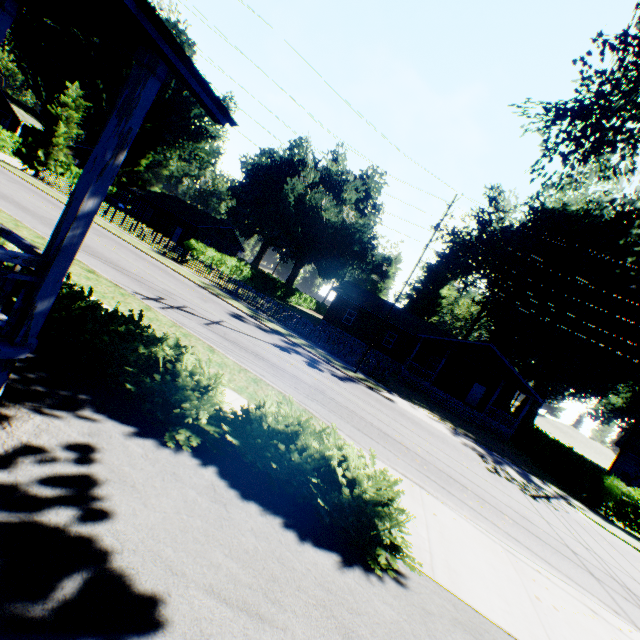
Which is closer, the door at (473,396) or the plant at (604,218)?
the plant at (604,218)

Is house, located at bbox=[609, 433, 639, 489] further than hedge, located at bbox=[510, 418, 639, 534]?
Yes

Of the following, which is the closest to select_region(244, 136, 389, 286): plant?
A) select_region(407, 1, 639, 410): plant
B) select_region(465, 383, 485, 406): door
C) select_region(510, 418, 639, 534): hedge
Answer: select_region(407, 1, 639, 410): plant

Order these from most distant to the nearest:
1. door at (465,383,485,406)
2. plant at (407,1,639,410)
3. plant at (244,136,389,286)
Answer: plant at (244,136,389,286), door at (465,383,485,406), plant at (407,1,639,410)

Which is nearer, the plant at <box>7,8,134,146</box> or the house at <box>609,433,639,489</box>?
the house at <box>609,433,639,489</box>

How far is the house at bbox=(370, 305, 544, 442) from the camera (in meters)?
27.12

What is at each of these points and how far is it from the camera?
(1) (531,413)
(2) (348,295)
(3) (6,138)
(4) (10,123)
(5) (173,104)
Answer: (1) plant, 48.5m
(2) house, 35.2m
(3) hedge, 37.2m
(4) house, 50.0m
(5) plant, 58.1m

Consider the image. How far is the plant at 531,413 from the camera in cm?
4841
